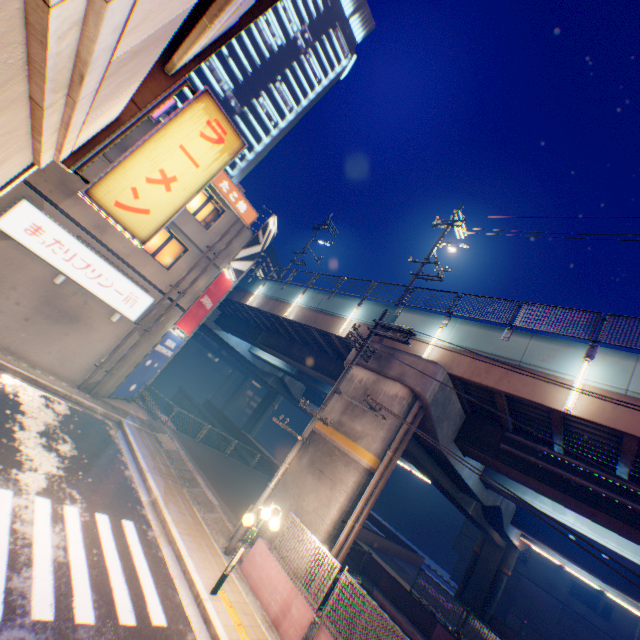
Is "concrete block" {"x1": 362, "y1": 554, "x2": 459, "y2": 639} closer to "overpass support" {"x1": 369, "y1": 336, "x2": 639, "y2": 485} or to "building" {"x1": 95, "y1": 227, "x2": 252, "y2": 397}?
"overpass support" {"x1": 369, "y1": 336, "x2": 639, "y2": 485}

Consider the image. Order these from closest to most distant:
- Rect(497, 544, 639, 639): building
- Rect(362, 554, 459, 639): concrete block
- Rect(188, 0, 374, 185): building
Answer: Rect(362, 554, 459, 639): concrete block
Rect(497, 544, 639, 639): building
Rect(188, 0, 374, 185): building

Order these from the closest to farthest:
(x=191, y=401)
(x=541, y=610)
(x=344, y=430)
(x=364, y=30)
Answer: (x=344, y=430)
(x=541, y=610)
(x=191, y=401)
(x=364, y=30)

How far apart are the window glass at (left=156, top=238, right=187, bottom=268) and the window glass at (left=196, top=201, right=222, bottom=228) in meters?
1.5 m

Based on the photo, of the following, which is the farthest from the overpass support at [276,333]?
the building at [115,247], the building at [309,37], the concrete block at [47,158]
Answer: the building at [309,37]

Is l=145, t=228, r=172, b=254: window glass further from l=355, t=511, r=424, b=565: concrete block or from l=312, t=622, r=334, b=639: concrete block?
l=355, t=511, r=424, b=565: concrete block

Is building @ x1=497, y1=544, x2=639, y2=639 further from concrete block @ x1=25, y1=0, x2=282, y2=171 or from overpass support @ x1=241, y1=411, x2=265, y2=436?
concrete block @ x1=25, y1=0, x2=282, y2=171

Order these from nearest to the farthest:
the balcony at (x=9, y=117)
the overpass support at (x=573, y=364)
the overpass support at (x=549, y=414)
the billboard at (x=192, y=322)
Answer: the balcony at (x=9, y=117) → the overpass support at (x=549, y=414) → the overpass support at (x=573, y=364) → the billboard at (x=192, y=322)
